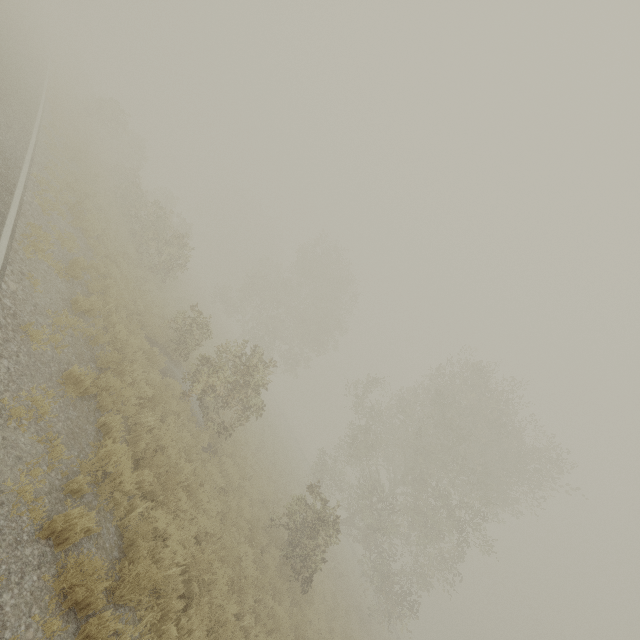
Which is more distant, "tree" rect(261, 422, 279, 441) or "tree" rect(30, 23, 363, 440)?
"tree" rect(261, 422, 279, 441)

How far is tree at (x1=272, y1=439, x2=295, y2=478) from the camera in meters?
22.9 m

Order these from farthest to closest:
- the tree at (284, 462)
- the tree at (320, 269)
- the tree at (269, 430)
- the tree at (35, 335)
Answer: the tree at (269, 430)
the tree at (284, 462)
the tree at (320, 269)
the tree at (35, 335)

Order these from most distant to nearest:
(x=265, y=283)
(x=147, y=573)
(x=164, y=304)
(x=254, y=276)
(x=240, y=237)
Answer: (x=240, y=237), (x=265, y=283), (x=254, y=276), (x=164, y=304), (x=147, y=573)

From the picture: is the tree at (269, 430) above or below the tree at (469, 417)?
below

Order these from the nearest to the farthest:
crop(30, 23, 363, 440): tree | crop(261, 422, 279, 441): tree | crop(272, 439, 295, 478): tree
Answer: crop(30, 23, 363, 440): tree < crop(272, 439, 295, 478): tree < crop(261, 422, 279, 441): tree
